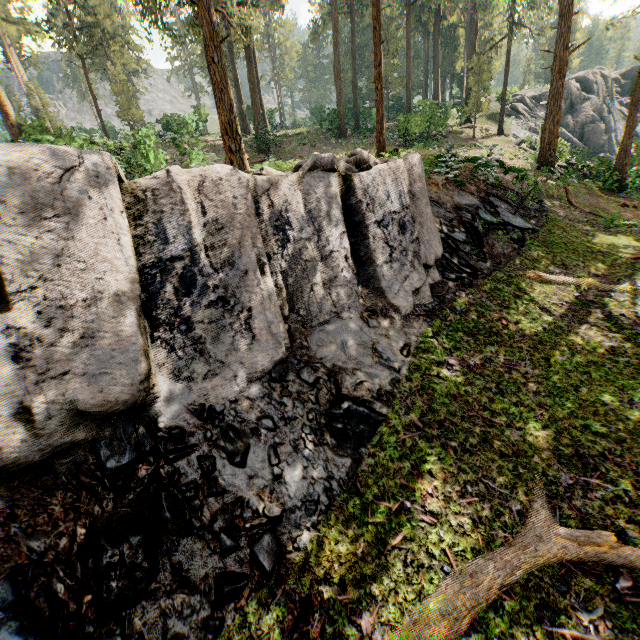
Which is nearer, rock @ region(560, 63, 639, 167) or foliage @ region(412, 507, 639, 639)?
foliage @ region(412, 507, 639, 639)

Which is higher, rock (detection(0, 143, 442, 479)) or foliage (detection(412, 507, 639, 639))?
rock (detection(0, 143, 442, 479))

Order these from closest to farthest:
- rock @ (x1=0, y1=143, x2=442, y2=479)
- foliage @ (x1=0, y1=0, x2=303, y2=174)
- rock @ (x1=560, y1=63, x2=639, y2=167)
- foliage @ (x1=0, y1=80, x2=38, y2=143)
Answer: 1. rock @ (x1=0, y1=143, x2=442, y2=479)
2. foliage @ (x1=0, y1=0, x2=303, y2=174)
3. foliage @ (x1=0, y1=80, x2=38, y2=143)
4. rock @ (x1=560, y1=63, x2=639, y2=167)

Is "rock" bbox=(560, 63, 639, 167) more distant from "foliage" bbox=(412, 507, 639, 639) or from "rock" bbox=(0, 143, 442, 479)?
"rock" bbox=(0, 143, 442, 479)

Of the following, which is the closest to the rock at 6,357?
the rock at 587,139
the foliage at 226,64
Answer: the foliage at 226,64

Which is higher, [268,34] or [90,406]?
[268,34]

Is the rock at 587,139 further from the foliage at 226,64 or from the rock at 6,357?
the rock at 6,357

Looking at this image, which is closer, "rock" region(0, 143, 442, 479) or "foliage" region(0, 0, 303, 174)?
"rock" region(0, 143, 442, 479)
